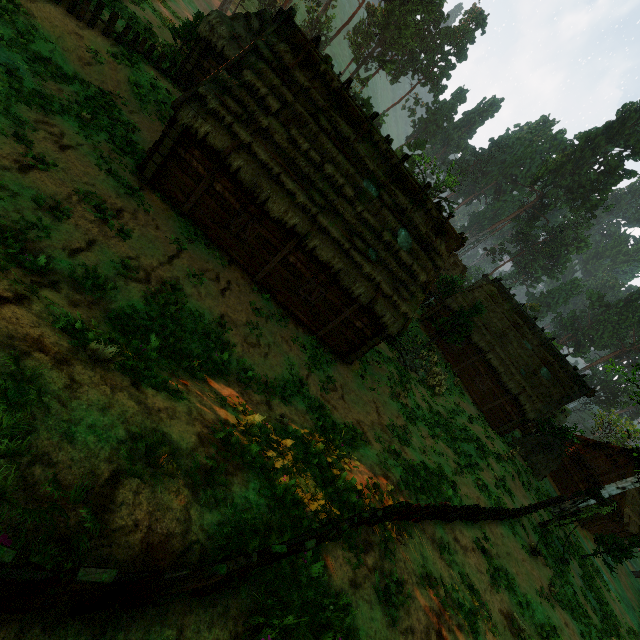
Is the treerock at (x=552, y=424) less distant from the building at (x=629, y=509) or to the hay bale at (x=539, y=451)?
the building at (x=629, y=509)

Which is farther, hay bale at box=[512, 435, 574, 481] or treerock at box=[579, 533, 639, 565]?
hay bale at box=[512, 435, 574, 481]

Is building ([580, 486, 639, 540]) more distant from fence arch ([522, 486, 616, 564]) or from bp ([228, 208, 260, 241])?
fence arch ([522, 486, 616, 564])

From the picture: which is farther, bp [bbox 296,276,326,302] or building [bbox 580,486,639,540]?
building [bbox 580,486,639,540]

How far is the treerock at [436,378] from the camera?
24.20m

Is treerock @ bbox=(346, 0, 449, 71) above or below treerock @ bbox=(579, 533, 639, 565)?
above

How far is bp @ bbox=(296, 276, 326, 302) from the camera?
14.3m

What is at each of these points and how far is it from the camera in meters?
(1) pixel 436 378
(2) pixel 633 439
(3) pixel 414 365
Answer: (1) treerock, 24.0
(2) treerock, 56.8
(3) rock, 24.7
